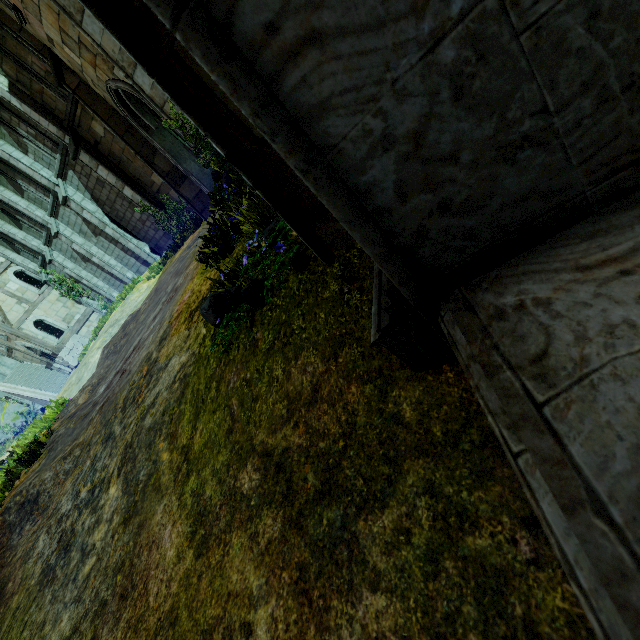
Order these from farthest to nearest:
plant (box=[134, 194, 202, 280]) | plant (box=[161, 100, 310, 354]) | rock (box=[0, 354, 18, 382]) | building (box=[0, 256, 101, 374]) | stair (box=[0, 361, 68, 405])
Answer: rock (box=[0, 354, 18, 382]) < stair (box=[0, 361, 68, 405]) < building (box=[0, 256, 101, 374]) < plant (box=[134, 194, 202, 280]) < plant (box=[161, 100, 310, 354])

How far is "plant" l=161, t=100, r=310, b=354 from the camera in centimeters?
246cm

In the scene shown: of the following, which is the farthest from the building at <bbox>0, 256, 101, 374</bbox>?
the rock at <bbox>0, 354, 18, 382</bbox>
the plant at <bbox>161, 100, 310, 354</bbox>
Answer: the plant at <bbox>161, 100, 310, 354</bbox>

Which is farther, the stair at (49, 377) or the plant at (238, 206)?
the stair at (49, 377)

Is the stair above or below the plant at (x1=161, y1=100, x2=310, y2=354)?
above

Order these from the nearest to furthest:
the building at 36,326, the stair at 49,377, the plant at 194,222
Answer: the plant at 194,222
the building at 36,326
the stair at 49,377

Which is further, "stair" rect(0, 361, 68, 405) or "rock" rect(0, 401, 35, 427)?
"rock" rect(0, 401, 35, 427)

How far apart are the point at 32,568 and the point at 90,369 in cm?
836
